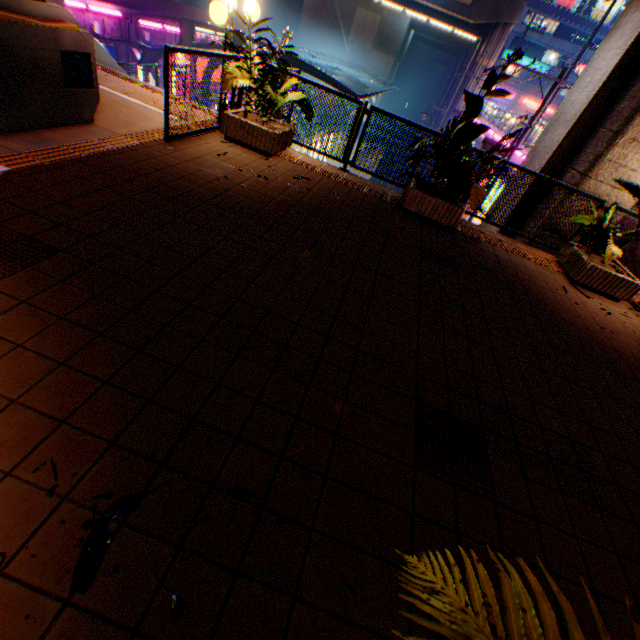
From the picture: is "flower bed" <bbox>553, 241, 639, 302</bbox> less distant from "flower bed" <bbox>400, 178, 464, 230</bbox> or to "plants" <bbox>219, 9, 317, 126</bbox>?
"plants" <bbox>219, 9, 317, 126</bbox>

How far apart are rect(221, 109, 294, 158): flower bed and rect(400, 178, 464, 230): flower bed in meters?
2.5

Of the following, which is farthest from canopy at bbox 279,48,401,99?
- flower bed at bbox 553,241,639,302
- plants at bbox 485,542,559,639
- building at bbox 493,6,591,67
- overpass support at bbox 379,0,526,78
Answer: building at bbox 493,6,591,67

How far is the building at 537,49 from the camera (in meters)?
48.12

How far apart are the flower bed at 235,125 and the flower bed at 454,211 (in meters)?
2.48

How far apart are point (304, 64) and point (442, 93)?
49.78m

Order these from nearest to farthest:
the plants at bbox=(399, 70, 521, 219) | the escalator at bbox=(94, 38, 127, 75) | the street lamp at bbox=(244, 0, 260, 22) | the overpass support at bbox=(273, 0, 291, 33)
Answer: the plants at bbox=(399, 70, 521, 219) → the street lamp at bbox=(244, 0, 260, 22) → the escalator at bbox=(94, 38, 127, 75) → the overpass support at bbox=(273, 0, 291, 33)

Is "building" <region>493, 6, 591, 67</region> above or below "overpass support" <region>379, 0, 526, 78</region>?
above
